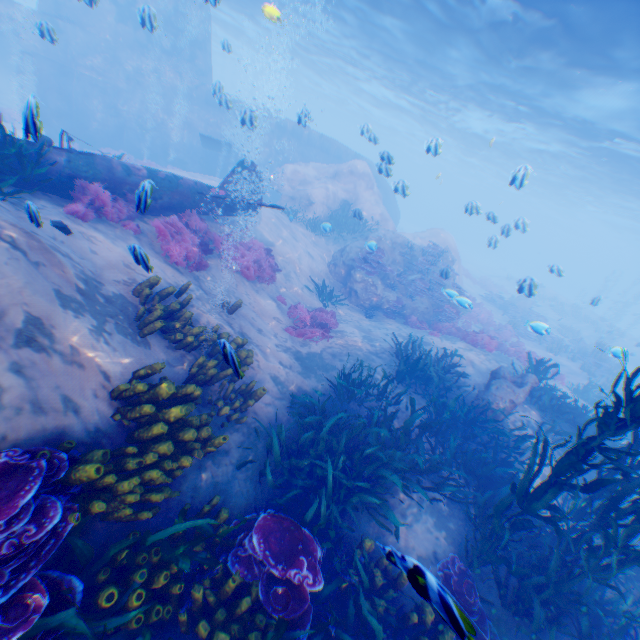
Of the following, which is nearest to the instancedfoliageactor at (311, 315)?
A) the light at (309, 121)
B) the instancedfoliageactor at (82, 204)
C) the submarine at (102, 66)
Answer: the submarine at (102, 66)

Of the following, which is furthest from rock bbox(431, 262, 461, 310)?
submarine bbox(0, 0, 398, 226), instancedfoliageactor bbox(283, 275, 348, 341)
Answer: instancedfoliageactor bbox(283, 275, 348, 341)

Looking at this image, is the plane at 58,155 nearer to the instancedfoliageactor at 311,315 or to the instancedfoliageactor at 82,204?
the instancedfoliageactor at 82,204

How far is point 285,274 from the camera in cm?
1355

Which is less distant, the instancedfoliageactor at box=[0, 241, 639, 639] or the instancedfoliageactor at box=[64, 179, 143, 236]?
the instancedfoliageactor at box=[0, 241, 639, 639]

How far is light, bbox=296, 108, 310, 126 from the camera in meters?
10.5 m

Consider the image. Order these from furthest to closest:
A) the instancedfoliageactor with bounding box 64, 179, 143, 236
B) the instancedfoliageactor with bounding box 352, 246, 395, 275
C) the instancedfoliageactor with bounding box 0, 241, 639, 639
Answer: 1. the instancedfoliageactor with bounding box 352, 246, 395, 275
2. the instancedfoliageactor with bounding box 64, 179, 143, 236
3. the instancedfoliageactor with bounding box 0, 241, 639, 639

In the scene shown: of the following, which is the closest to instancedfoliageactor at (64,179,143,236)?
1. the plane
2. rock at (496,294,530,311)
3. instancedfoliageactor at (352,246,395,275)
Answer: the plane
